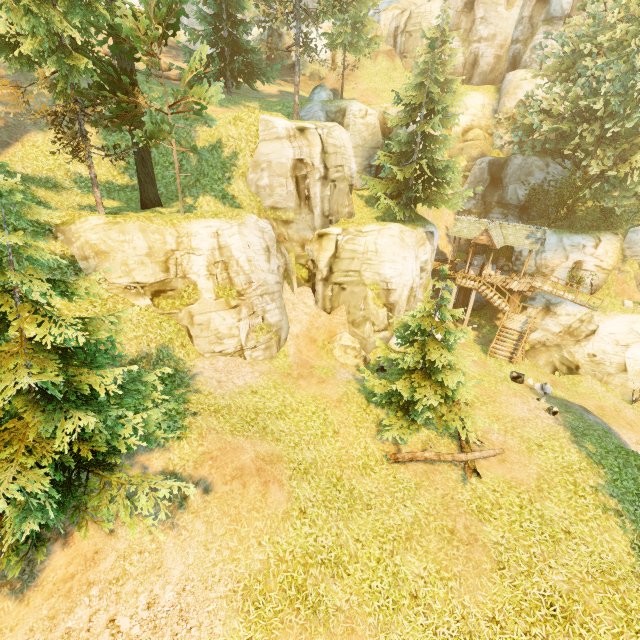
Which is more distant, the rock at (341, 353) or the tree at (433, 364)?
the rock at (341, 353)

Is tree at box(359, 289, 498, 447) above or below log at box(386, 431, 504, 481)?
above

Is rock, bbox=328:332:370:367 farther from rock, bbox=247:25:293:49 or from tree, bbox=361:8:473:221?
rock, bbox=247:25:293:49

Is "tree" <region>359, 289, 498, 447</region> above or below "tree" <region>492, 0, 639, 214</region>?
below

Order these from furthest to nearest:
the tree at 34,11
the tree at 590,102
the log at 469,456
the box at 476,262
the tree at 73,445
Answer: the box at 476,262
the tree at 590,102
the log at 469,456
the tree at 34,11
the tree at 73,445

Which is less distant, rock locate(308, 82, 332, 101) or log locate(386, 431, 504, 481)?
log locate(386, 431, 504, 481)

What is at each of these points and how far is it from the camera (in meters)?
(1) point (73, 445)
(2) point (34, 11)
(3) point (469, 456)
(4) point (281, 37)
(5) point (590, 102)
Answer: (1) tree, 7.11
(2) tree, 9.55
(3) log, 11.83
(4) rock, 37.75
(5) tree, 20.86

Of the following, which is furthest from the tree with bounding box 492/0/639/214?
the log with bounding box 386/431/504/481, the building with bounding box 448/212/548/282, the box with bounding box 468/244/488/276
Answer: the box with bounding box 468/244/488/276
